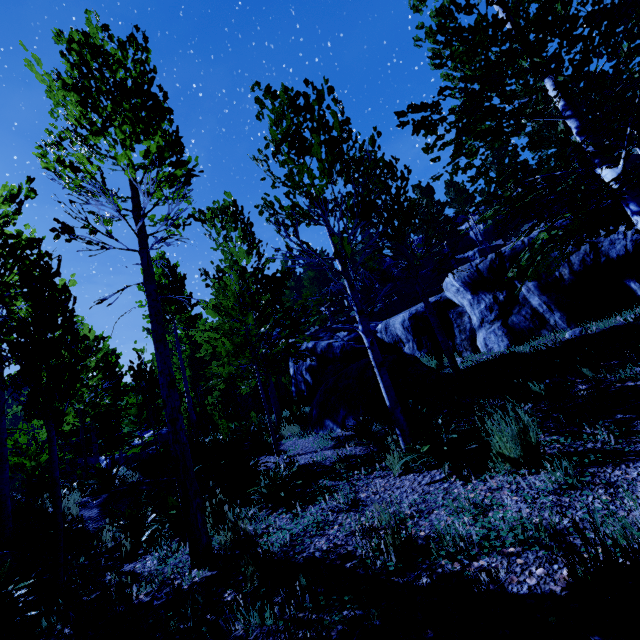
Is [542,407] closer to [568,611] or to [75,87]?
[568,611]

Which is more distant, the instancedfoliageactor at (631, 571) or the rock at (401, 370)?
the rock at (401, 370)

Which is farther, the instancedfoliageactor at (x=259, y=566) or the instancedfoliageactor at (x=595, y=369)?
the instancedfoliageactor at (x=595, y=369)

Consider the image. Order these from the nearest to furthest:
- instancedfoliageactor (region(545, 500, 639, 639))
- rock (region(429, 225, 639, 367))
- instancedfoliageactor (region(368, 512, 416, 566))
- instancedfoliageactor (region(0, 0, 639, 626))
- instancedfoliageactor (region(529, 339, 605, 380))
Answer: instancedfoliageactor (region(545, 500, 639, 639)) → instancedfoliageactor (region(368, 512, 416, 566)) → instancedfoliageactor (region(0, 0, 639, 626)) → instancedfoliageactor (region(529, 339, 605, 380)) → rock (region(429, 225, 639, 367))

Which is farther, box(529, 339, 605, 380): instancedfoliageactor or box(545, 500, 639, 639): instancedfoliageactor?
box(529, 339, 605, 380): instancedfoliageactor

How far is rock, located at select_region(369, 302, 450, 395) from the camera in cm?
809

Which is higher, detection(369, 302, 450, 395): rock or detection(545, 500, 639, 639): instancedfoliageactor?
detection(369, 302, 450, 395): rock

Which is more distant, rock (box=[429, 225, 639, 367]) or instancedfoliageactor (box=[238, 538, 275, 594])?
rock (box=[429, 225, 639, 367])
